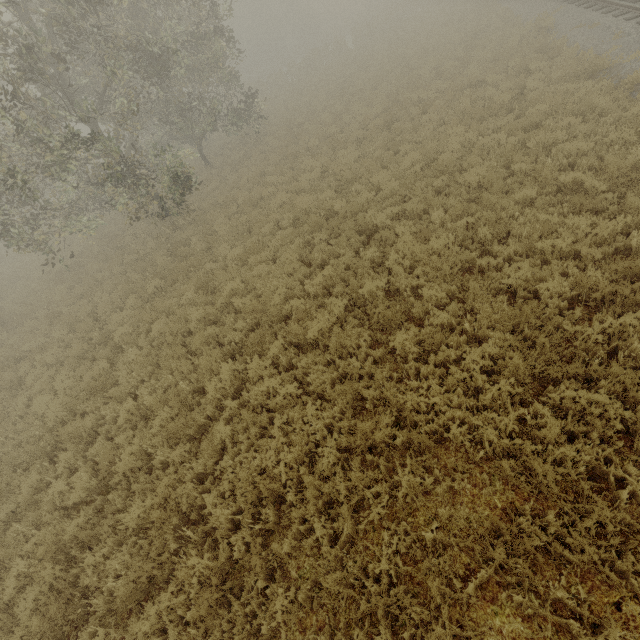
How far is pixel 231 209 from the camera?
14.3 meters

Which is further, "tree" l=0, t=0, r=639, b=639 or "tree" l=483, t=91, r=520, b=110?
"tree" l=483, t=91, r=520, b=110

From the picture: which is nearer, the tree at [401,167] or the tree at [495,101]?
the tree at [401,167]

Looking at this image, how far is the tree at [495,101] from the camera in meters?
11.5 m

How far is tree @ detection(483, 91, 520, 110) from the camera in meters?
11.5
